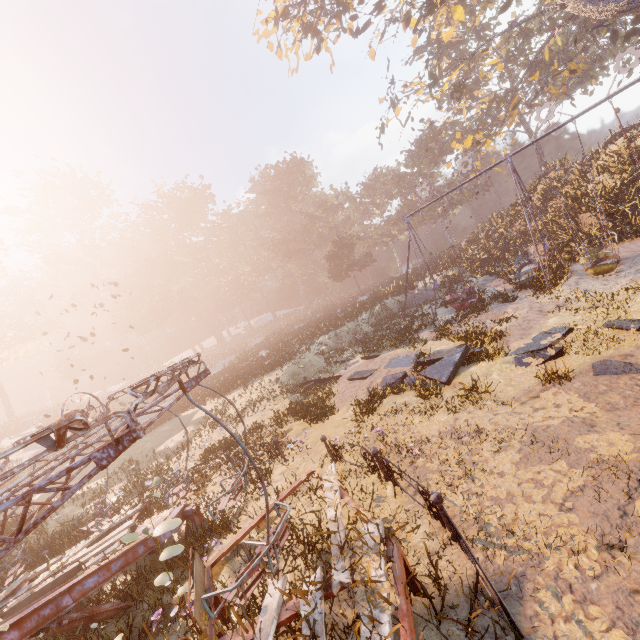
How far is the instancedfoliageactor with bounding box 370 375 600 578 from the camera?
3.92m

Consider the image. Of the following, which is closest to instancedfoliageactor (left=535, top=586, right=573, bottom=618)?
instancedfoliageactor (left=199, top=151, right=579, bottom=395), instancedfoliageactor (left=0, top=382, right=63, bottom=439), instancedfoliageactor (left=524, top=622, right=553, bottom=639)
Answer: instancedfoliageactor (left=524, top=622, right=553, bottom=639)

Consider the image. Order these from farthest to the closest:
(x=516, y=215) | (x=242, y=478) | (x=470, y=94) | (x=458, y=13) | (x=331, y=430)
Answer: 1. (x=470, y=94)
2. (x=516, y=215)
3. (x=458, y=13)
4. (x=331, y=430)
5. (x=242, y=478)

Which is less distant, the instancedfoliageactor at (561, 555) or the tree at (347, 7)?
the instancedfoliageactor at (561, 555)

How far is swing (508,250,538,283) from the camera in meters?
16.3 m

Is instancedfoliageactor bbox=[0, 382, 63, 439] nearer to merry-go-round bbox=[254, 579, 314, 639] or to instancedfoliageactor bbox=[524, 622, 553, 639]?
merry-go-round bbox=[254, 579, 314, 639]

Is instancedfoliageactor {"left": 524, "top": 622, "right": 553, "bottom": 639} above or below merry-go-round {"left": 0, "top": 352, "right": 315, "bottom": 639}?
below
